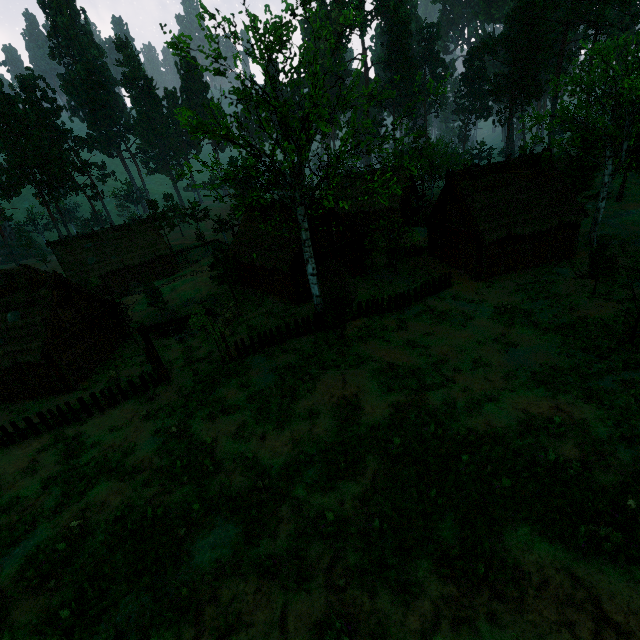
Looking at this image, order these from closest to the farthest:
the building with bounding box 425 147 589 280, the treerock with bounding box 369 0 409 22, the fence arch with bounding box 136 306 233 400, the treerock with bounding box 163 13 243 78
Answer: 1. the treerock with bounding box 163 13 243 78
2. the fence arch with bounding box 136 306 233 400
3. the building with bounding box 425 147 589 280
4. the treerock with bounding box 369 0 409 22

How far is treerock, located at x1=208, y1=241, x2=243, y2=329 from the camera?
29.36m

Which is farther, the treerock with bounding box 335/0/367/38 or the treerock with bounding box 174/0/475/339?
the treerock with bounding box 335/0/367/38

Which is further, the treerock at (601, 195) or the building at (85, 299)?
the building at (85, 299)

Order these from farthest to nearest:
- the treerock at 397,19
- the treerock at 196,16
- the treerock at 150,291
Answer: the treerock at 397,19, the treerock at 150,291, the treerock at 196,16

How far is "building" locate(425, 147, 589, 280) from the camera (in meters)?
23.88

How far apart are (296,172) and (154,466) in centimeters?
1524cm
